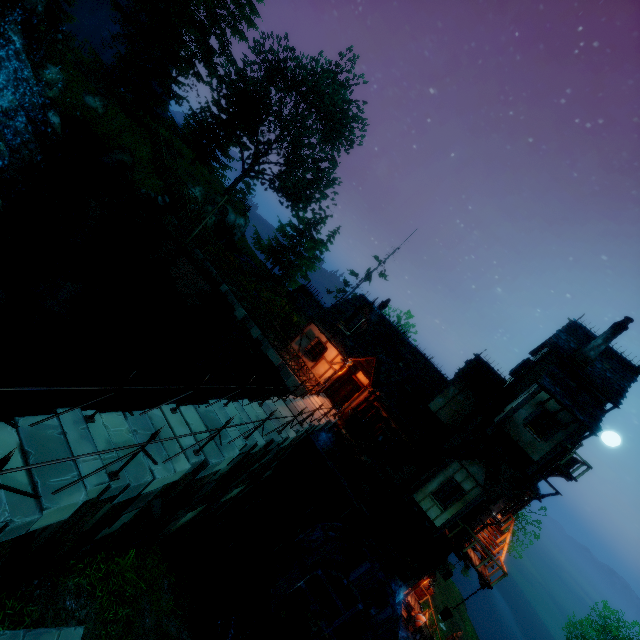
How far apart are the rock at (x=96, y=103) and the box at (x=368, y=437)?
30.98m

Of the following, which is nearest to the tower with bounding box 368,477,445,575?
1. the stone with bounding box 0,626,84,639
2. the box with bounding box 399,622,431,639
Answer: the box with bounding box 399,622,431,639

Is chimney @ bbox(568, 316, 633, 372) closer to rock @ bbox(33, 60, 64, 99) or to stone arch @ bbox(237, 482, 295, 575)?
stone arch @ bbox(237, 482, 295, 575)

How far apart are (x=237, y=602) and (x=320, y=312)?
16.6m

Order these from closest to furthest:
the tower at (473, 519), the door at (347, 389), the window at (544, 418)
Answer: the window at (544, 418) < the tower at (473, 519) < the door at (347, 389)

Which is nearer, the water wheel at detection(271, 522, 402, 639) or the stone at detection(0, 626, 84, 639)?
the stone at detection(0, 626, 84, 639)

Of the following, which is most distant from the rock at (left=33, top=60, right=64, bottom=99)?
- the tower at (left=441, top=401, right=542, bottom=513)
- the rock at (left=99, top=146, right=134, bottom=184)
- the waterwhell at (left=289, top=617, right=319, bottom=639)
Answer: the waterwhell at (left=289, top=617, right=319, bottom=639)

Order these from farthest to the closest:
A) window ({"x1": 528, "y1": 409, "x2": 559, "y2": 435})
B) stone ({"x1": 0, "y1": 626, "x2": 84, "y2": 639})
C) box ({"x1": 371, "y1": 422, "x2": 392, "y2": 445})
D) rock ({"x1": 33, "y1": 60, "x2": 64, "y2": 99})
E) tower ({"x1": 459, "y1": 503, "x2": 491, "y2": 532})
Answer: rock ({"x1": 33, "y1": 60, "x2": 64, "y2": 99})
box ({"x1": 371, "y1": 422, "x2": 392, "y2": 445})
tower ({"x1": 459, "y1": 503, "x2": 491, "y2": 532})
window ({"x1": 528, "y1": 409, "x2": 559, "y2": 435})
stone ({"x1": 0, "y1": 626, "x2": 84, "y2": 639})
